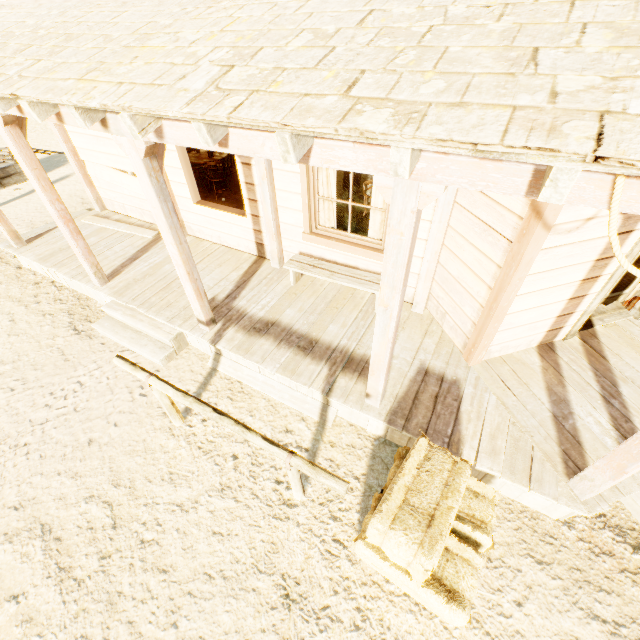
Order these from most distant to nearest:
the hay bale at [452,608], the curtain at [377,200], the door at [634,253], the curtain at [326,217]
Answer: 1. the curtain at [326,217]
2. the curtain at [377,200]
3. the door at [634,253]
4. the hay bale at [452,608]

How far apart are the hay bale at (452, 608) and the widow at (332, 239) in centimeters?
247cm

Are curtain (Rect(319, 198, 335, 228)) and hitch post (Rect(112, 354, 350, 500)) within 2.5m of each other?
no

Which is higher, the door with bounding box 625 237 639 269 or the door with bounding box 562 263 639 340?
the door with bounding box 625 237 639 269

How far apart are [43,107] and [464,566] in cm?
553

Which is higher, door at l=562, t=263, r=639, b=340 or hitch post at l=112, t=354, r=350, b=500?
door at l=562, t=263, r=639, b=340

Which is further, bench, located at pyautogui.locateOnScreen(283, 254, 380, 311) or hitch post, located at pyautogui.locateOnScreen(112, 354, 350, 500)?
bench, located at pyautogui.locateOnScreen(283, 254, 380, 311)

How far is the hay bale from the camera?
2.47m
